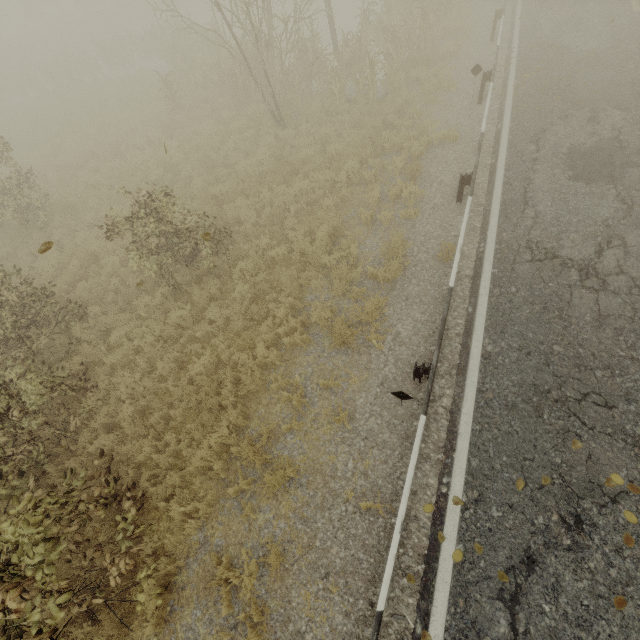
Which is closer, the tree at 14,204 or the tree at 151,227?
the tree at 151,227

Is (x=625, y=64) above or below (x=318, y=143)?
above

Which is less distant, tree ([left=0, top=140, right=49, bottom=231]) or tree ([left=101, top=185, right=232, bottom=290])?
tree ([left=101, top=185, right=232, bottom=290])

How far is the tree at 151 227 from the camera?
7.2m

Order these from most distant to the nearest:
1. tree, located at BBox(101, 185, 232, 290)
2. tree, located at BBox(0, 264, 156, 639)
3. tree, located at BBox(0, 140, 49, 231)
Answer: tree, located at BBox(0, 140, 49, 231) < tree, located at BBox(101, 185, 232, 290) < tree, located at BBox(0, 264, 156, 639)

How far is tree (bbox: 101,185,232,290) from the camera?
7.18m

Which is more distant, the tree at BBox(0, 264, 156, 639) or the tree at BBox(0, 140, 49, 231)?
the tree at BBox(0, 140, 49, 231)
